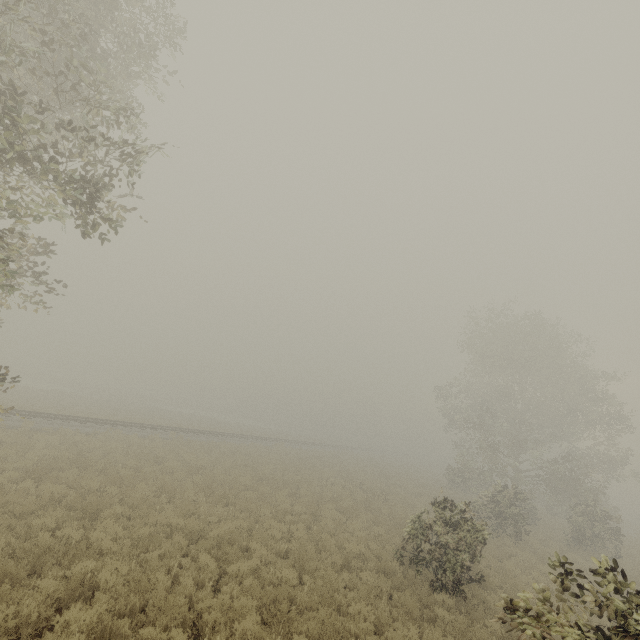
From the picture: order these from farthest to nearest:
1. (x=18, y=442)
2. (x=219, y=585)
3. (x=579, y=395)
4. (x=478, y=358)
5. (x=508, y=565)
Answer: (x=478, y=358)
(x=579, y=395)
(x=18, y=442)
(x=508, y=565)
(x=219, y=585)
